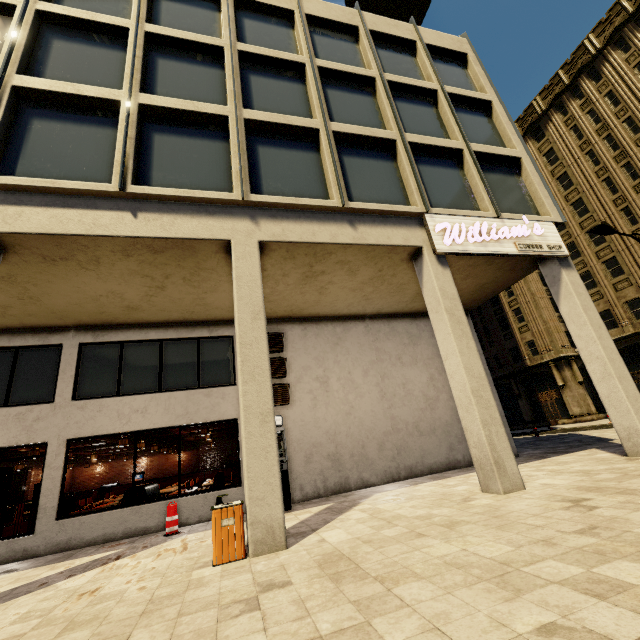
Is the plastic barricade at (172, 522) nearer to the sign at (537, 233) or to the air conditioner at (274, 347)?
the air conditioner at (274, 347)

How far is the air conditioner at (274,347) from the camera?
10.98m

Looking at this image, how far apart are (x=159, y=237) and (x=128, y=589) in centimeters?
602cm

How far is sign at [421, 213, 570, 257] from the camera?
8.7m

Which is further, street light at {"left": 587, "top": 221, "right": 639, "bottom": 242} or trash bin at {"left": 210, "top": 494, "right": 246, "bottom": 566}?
street light at {"left": 587, "top": 221, "right": 639, "bottom": 242}

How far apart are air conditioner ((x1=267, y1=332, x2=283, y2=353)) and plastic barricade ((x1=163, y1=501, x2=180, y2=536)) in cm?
460

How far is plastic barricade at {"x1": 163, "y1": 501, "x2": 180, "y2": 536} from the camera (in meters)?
7.84

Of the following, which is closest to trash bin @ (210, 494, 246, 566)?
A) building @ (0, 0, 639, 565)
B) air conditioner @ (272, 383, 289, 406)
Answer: building @ (0, 0, 639, 565)
